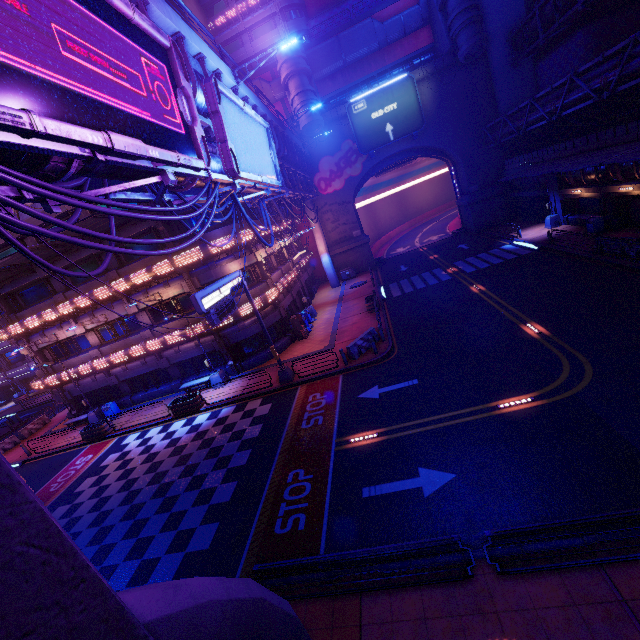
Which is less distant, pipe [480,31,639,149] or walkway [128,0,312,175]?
walkway [128,0,312,175]

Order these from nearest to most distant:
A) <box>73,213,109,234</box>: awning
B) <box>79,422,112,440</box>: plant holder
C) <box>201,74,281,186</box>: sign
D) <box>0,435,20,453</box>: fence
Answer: <box>201,74,281,186</box>: sign → <box>73,213,109,234</box>: awning → <box>79,422,112,440</box>: plant holder → <box>0,435,20,453</box>: fence

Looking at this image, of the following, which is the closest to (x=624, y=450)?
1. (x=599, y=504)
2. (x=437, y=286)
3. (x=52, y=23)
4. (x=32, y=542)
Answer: (x=599, y=504)

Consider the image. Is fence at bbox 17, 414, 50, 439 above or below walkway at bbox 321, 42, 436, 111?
below

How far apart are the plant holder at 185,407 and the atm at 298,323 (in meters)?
8.24

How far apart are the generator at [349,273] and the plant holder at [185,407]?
24.0 meters

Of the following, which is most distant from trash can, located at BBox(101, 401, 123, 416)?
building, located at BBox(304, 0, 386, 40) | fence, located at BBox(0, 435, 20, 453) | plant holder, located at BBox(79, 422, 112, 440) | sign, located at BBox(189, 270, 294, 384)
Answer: building, located at BBox(304, 0, 386, 40)

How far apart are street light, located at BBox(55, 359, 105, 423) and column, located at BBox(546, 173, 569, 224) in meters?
41.7
